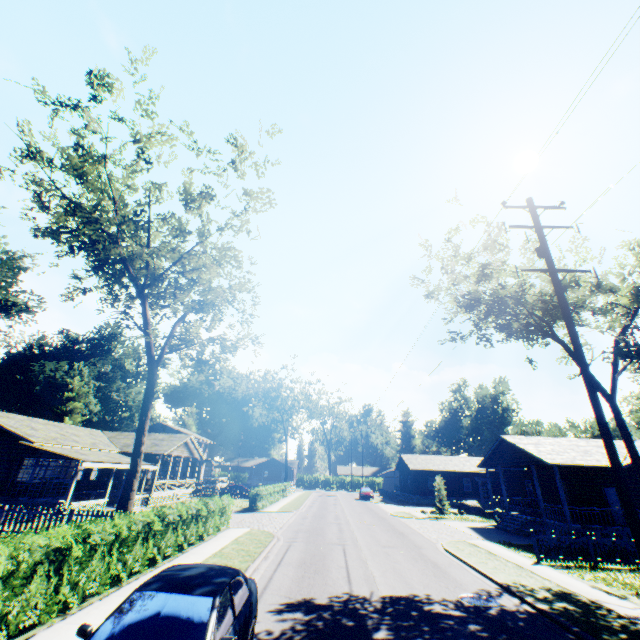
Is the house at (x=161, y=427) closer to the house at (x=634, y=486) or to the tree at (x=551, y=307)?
the tree at (x=551, y=307)

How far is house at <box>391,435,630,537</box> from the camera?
20.47m

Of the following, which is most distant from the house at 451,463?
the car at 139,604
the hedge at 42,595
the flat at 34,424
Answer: the flat at 34,424

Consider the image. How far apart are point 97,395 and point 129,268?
53.1m

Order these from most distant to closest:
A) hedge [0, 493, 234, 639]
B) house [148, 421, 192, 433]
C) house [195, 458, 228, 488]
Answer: house [148, 421, 192, 433]
house [195, 458, 228, 488]
hedge [0, 493, 234, 639]

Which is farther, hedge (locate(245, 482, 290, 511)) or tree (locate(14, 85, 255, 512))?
hedge (locate(245, 482, 290, 511))

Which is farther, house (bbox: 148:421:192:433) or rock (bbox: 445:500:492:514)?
house (bbox: 148:421:192:433)

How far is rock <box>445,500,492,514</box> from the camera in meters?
33.4
